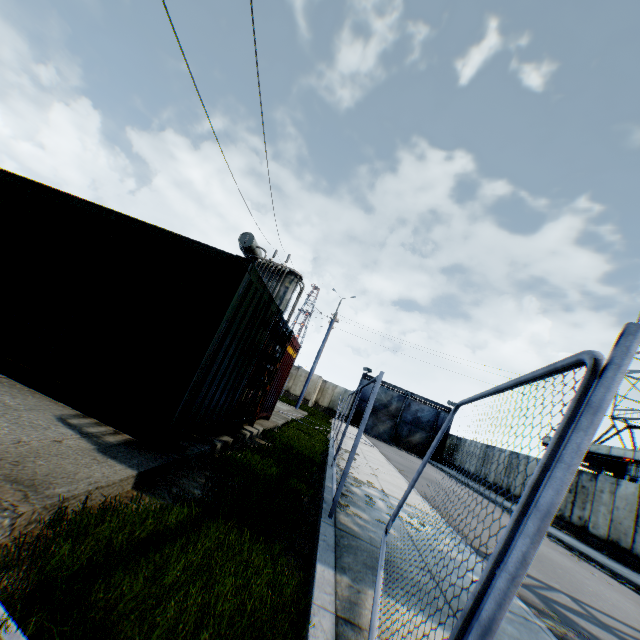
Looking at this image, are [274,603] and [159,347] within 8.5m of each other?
yes

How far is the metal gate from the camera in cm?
3574

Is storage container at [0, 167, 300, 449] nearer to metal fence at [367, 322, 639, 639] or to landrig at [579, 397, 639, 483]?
metal fence at [367, 322, 639, 639]

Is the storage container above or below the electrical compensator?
below

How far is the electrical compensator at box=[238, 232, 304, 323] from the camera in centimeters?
1480cm

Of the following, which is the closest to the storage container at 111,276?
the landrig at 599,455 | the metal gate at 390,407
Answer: the metal gate at 390,407

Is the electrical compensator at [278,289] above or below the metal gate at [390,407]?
above

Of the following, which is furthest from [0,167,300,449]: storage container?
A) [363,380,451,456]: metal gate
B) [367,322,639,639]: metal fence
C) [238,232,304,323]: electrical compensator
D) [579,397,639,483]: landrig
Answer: [579,397,639,483]: landrig
